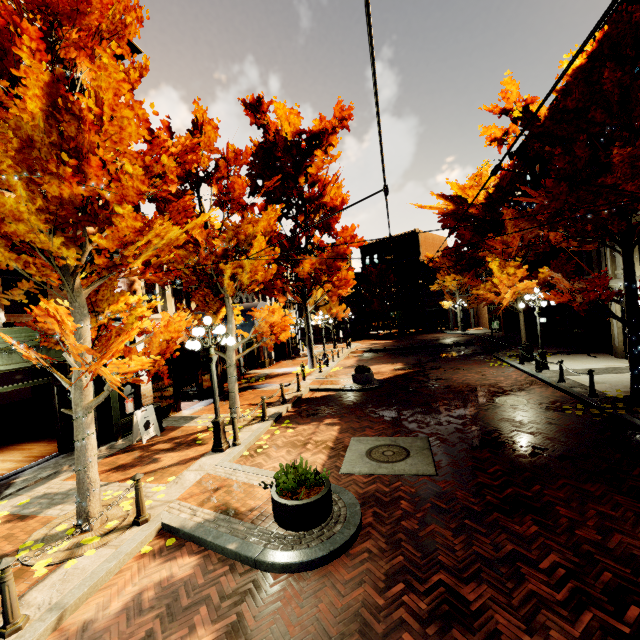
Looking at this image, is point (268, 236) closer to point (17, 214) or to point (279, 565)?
point (17, 214)

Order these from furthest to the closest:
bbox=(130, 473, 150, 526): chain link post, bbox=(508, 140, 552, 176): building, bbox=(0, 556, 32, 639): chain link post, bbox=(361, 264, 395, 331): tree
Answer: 1. bbox=(361, 264, 395, 331): tree
2. bbox=(508, 140, 552, 176): building
3. bbox=(130, 473, 150, 526): chain link post
4. bbox=(0, 556, 32, 639): chain link post

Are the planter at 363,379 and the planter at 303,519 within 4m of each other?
no

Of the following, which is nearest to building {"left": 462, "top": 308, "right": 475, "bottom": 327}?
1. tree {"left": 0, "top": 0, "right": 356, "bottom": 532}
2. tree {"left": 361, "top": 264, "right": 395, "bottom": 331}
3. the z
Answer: tree {"left": 0, "top": 0, "right": 356, "bottom": 532}

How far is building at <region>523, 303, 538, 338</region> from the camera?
24.5m

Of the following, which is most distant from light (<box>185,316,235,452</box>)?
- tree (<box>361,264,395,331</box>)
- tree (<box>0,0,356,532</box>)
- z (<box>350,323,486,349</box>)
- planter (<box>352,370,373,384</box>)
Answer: tree (<box>361,264,395,331</box>)

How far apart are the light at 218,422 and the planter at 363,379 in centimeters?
723cm

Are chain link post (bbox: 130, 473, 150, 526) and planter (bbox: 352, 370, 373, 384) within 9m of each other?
no
